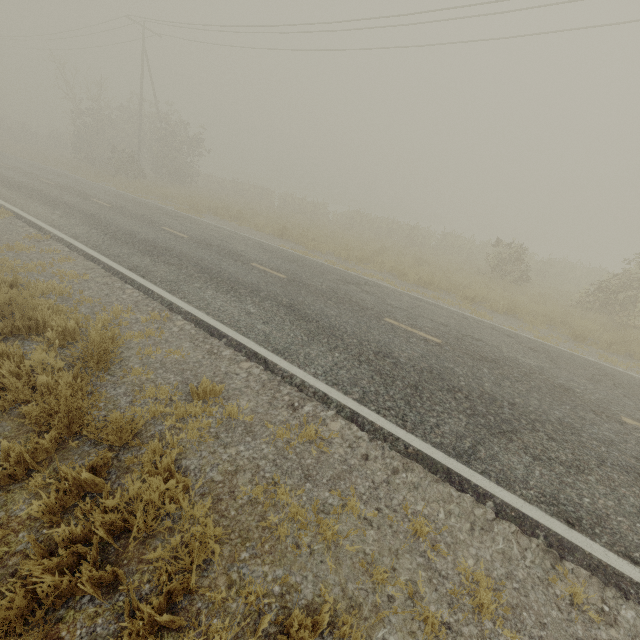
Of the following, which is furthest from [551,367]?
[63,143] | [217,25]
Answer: [63,143]
